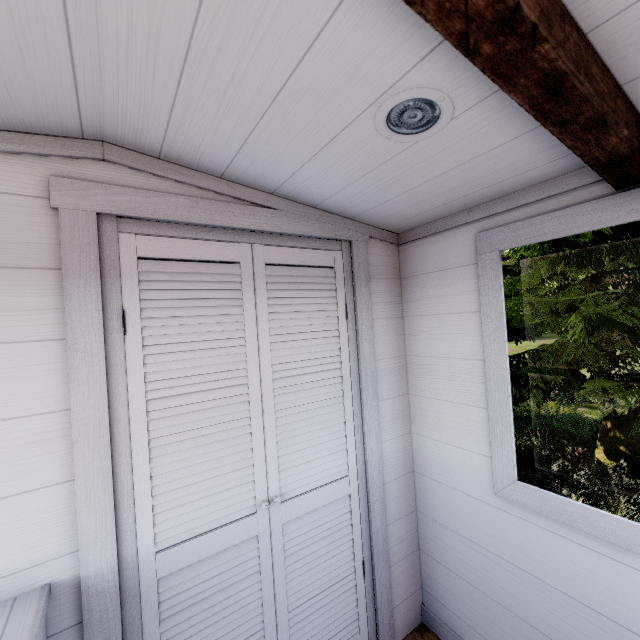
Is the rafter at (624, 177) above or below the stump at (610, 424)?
above

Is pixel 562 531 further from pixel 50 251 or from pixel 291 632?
pixel 50 251

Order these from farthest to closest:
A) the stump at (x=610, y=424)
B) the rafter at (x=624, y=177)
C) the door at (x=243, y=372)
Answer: the stump at (x=610, y=424) → the door at (x=243, y=372) → the rafter at (x=624, y=177)

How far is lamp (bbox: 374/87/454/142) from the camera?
0.8 meters

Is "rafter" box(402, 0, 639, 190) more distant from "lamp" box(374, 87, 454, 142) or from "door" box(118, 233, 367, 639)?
"door" box(118, 233, 367, 639)

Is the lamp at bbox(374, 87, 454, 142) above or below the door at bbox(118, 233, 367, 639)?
above

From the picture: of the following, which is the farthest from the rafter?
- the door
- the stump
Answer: the stump

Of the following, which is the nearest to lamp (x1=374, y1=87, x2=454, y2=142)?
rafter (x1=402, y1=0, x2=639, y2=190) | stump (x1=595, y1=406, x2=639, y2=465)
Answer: rafter (x1=402, y1=0, x2=639, y2=190)
